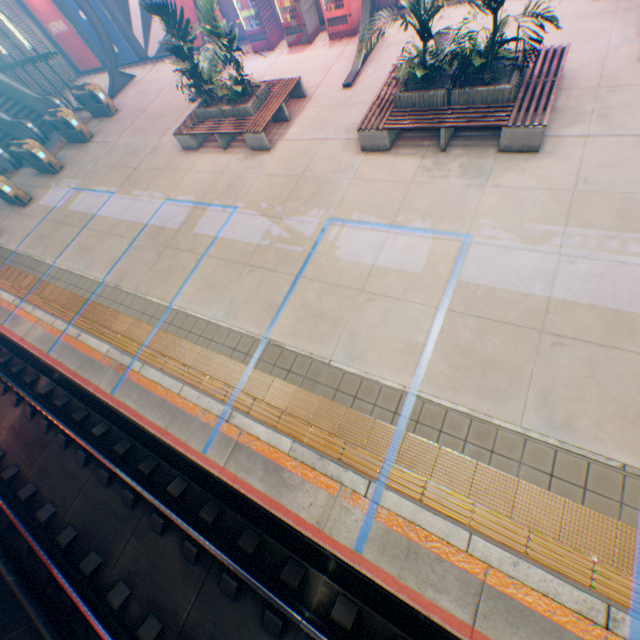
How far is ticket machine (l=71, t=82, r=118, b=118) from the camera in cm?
1463

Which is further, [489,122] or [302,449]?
[489,122]

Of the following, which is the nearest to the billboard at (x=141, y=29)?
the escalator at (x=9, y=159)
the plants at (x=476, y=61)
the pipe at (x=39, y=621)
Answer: the escalator at (x=9, y=159)

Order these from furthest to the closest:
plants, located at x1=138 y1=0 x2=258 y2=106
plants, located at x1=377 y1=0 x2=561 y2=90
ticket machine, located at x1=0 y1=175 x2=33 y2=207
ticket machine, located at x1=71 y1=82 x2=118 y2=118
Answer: ticket machine, located at x1=71 y1=82 x2=118 y2=118
ticket machine, located at x1=0 y1=175 x2=33 y2=207
plants, located at x1=138 y1=0 x2=258 y2=106
plants, located at x1=377 y1=0 x2=561 y2=90

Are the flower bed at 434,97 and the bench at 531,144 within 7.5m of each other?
yes

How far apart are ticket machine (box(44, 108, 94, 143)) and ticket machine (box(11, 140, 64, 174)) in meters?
1.5 m

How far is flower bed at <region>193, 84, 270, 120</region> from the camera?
9.71m

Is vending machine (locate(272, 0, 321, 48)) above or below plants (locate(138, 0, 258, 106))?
below
